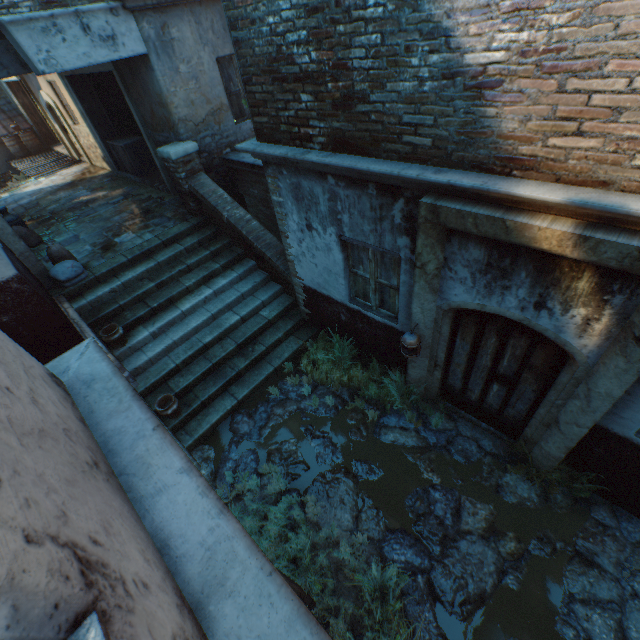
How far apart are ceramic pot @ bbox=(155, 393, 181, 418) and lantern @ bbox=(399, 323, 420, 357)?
4.0 meters

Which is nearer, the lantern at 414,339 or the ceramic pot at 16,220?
the lantern at 414,339

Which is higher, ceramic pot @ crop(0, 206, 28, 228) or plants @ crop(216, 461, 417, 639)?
ceramic pot @ crop(0, 206, 28, 228)

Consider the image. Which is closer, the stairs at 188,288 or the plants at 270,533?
the plants at 270,533

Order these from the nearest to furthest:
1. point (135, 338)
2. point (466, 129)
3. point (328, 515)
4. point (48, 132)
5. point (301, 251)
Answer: point (466, 129) → point (328, 515) → point (301, 251) → point (135, 338) → point (48, 132)

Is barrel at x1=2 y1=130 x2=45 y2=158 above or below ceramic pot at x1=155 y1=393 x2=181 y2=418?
above

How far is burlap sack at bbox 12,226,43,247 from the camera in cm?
788

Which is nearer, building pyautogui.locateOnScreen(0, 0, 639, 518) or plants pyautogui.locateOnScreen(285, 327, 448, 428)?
building pyautogui.locateOnScreen(0, 0, 639, 518)
